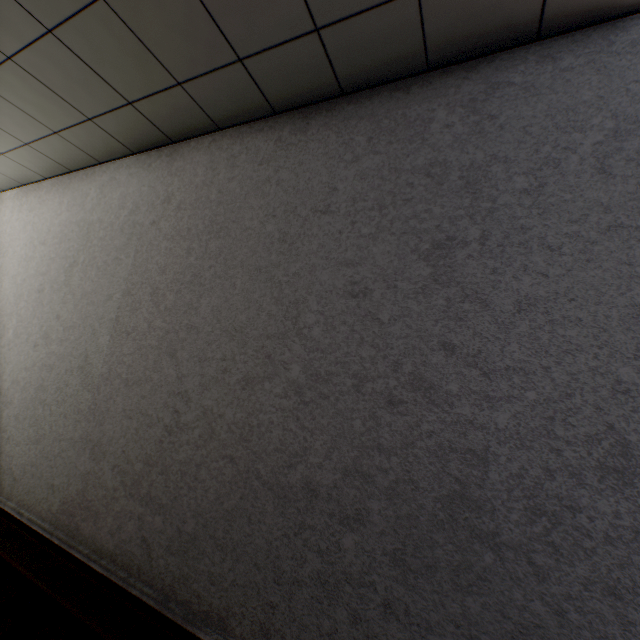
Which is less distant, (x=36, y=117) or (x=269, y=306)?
(x=269, y=306)
